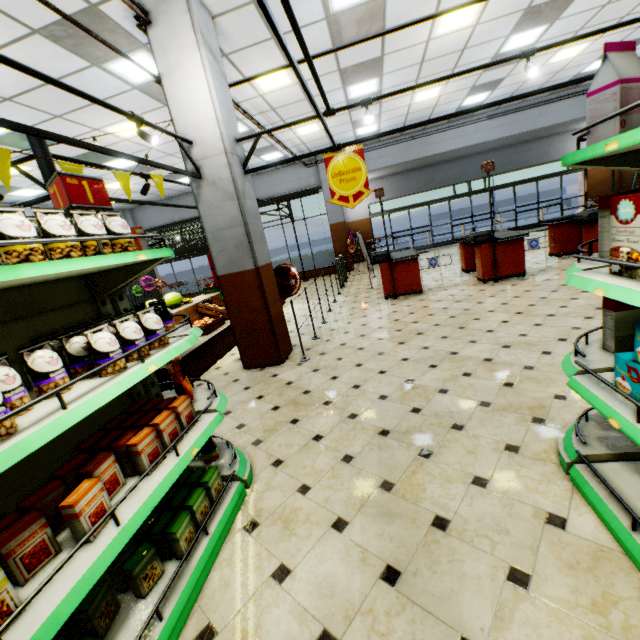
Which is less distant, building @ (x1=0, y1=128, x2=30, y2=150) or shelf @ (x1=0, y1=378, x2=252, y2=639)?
shelf @ (x1=0, y1=378, x2=252, y2=639)

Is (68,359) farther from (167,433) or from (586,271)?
(586,271)

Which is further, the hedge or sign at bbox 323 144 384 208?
the hedge

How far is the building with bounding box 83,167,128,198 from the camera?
9.43m

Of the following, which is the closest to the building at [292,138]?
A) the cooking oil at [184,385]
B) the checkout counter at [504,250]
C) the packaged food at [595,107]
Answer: the checkout counter at [504,250]

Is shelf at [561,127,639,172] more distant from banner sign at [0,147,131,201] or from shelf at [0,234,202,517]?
banner sign at [0,147,131,201]

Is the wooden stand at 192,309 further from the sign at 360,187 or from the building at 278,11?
the sign at 360,187

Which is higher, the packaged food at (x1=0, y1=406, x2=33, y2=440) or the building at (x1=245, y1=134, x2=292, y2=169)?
the building at (x1=245, y1=134, x2=292, y2=169)
